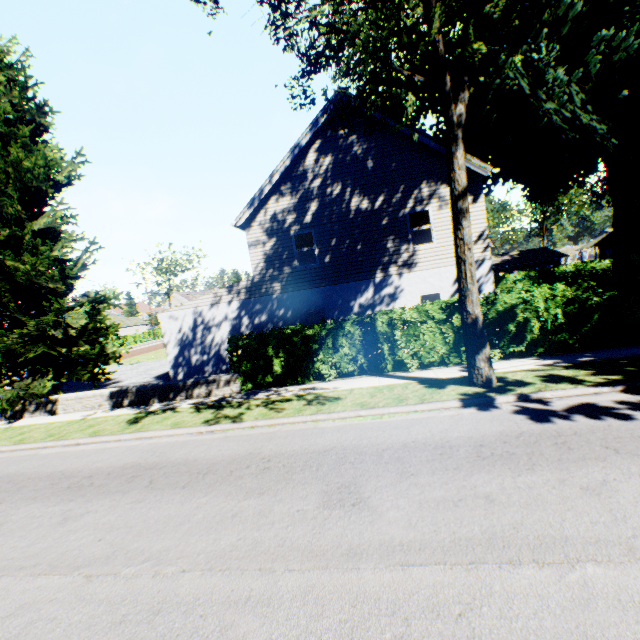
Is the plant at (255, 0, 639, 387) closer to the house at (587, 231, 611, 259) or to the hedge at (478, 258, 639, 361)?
the hedge at (478, 258, 639, 361)

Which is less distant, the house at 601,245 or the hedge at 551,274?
the hedge at 551,274

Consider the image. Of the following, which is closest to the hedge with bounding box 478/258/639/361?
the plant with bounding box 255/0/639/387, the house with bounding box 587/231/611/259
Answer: the plant with bounding box 255/0/639/387

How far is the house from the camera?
54.72m

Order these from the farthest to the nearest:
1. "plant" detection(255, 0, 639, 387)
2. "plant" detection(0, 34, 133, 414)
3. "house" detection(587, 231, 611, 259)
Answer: "house" detection(587, 231, 611, 259), "plant" detection(0, 34, 133, 414), "plant" detection(255, 0, 639, 387)

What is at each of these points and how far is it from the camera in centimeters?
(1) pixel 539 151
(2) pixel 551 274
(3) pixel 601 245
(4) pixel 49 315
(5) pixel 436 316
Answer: (1) plant, 1493cm
(2) hedge, 3719cm
(3) house, 5688cm
(4) plant, 1200cm
(5) hedge, 1057cm

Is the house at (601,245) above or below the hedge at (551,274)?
above
